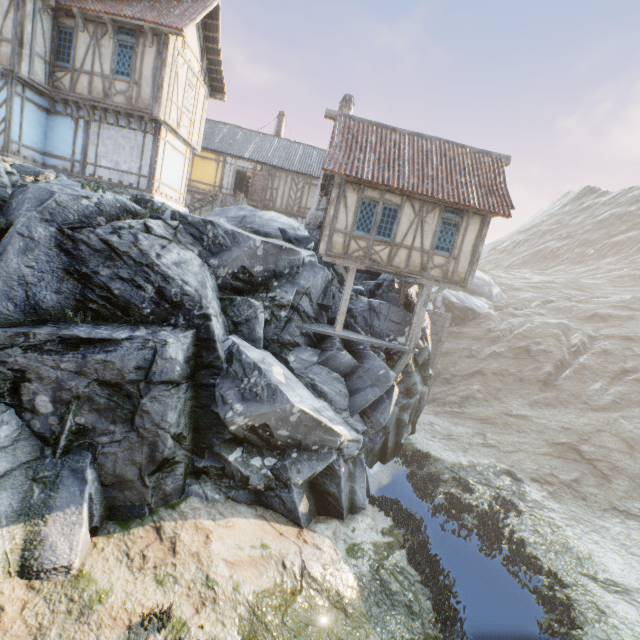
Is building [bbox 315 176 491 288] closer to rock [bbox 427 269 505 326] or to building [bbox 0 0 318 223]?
building [bbox 0 0 318 223]

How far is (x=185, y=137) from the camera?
15.2m

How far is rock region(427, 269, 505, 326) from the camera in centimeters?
3762cm

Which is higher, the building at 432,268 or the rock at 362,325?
the building at 432,268

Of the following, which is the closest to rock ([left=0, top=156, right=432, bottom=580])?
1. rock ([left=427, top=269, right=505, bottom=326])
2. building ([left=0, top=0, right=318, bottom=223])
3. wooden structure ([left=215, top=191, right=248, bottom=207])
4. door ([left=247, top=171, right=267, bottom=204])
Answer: rock ([left=427, top=269, right=505, bottom=326])

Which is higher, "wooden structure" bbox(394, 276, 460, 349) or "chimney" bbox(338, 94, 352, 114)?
"chimney" bbox(338, 94, 352, 114)

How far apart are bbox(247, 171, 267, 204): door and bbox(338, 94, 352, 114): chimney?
7.24m

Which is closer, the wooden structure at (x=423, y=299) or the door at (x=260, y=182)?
the wooden structure at (x=423, y=299)
